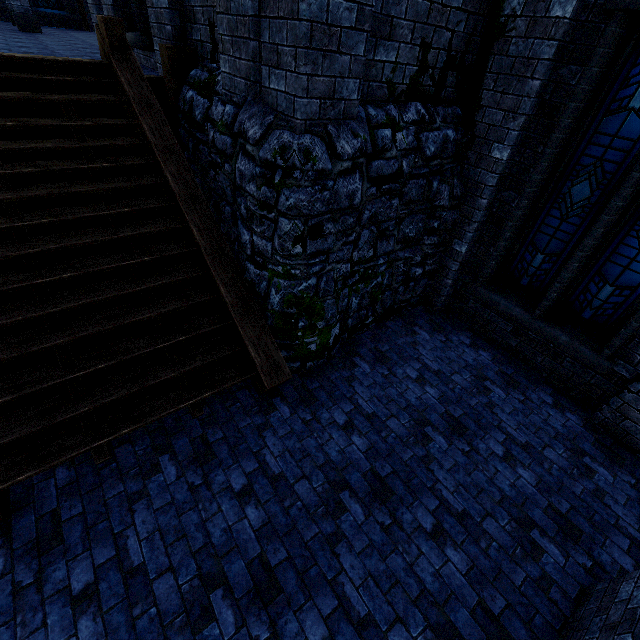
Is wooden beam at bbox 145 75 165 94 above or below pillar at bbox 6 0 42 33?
below

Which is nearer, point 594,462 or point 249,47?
point 249,47

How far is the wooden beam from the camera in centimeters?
562cm

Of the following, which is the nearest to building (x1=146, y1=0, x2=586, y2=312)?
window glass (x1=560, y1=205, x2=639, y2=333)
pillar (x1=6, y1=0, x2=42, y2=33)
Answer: pillar (x1=6, y1=0, x2=42, y2=33)

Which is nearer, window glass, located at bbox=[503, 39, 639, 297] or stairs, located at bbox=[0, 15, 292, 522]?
stairs, located at bbox=[0, 15, 292, 522]

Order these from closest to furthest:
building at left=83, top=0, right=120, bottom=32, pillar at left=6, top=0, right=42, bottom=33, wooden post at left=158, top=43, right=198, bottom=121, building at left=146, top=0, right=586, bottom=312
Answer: building at left=146, top=0, right=586, bottom=312 < wooden post at left=158, top=43, right=198, bottom=121 < building at left=83, top=0, right=120, bottom=32 < pillar at left=6, top=0, right=42, bottom=33

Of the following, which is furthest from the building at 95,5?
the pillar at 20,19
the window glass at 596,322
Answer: the window glass at 596,322

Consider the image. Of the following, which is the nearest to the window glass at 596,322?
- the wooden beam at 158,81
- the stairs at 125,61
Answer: the stairs at 125,61
